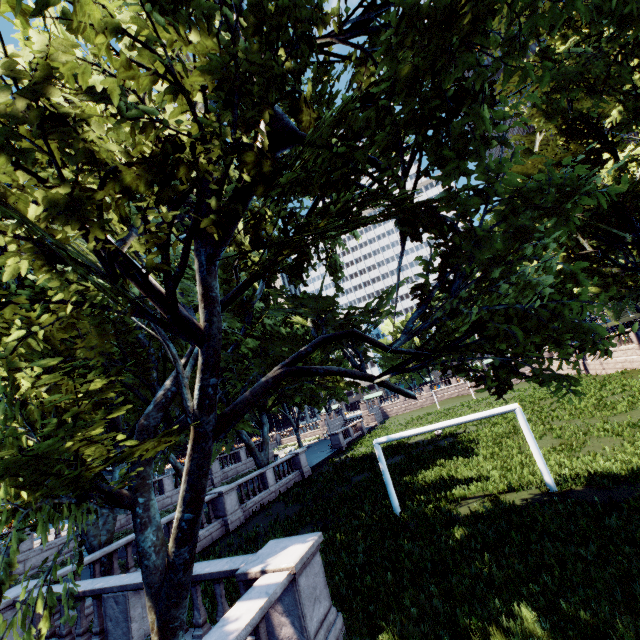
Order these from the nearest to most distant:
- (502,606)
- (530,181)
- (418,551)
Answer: (502,606) < (418,551) < (530,181)

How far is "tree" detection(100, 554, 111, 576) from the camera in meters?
13.2

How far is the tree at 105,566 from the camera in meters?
13.2 m

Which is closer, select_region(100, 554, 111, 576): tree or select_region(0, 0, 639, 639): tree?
select_region(0, 0, 639, 639): tree

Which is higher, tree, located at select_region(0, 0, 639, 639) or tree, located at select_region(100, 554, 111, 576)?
tree, located at select_region(0, 0, 639, 639)

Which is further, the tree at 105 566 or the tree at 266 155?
the tree at 105 566
